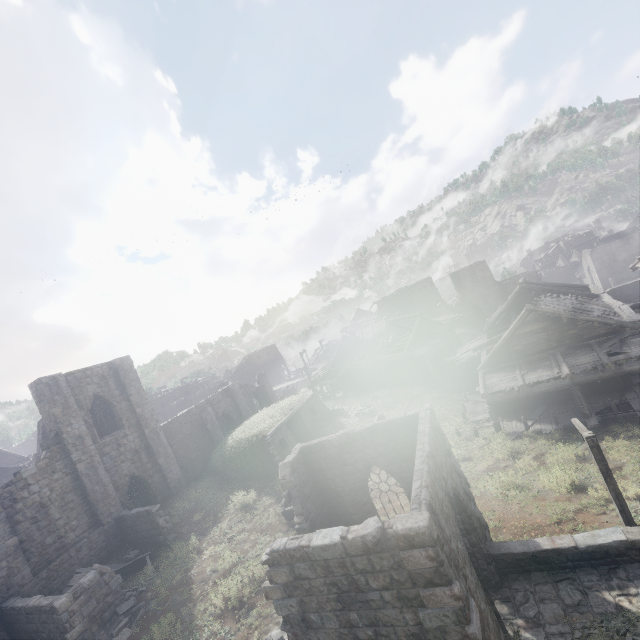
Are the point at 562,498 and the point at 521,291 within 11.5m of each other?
no

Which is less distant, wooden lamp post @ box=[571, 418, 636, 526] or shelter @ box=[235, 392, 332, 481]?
wooden lamp post @ box=[571, 418, 636, 526]

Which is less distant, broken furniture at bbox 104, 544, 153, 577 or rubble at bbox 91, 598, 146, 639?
rubble at bbox 91, 598, 146, 639

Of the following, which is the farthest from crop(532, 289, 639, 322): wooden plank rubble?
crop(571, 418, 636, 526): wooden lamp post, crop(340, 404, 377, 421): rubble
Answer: crop(340, 404, 377, 421): rubble

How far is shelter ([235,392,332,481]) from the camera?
22.1 meters

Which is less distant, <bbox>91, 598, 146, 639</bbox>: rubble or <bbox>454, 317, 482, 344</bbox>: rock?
<bbox>91, 598, 146, 639</bbox>: rubble

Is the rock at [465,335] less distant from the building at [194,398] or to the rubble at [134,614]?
the building at [194,398]

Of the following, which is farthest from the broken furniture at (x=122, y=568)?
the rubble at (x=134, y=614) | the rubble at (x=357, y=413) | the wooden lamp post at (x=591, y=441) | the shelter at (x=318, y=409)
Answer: the wooden lamp post at (x=591, y=441)
